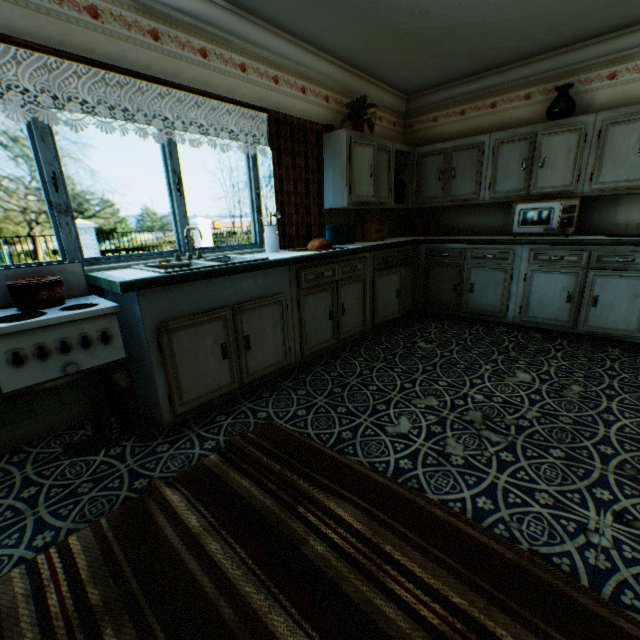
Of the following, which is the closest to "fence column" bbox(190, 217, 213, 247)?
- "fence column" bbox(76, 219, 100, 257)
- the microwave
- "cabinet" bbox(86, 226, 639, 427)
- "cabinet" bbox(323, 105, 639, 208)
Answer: "fence column" bbox(76, 219, 100, 257)

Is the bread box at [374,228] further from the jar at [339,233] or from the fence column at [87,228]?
the fence column at [87,228]

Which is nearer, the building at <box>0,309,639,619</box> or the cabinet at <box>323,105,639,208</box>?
the building at <box>0,309,639,619</box>

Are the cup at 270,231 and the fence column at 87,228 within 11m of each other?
no

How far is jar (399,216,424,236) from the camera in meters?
5.2

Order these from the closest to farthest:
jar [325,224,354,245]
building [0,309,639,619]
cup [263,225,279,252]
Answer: building [0,309,639,619], cup [263,225,279,252], jar [325,224,354,245]

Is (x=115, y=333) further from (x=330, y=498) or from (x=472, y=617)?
(x=472, y=617)

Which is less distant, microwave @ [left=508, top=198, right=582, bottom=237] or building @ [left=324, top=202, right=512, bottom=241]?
microwave @ [left=508, top=198, right=582, bottom=237]
